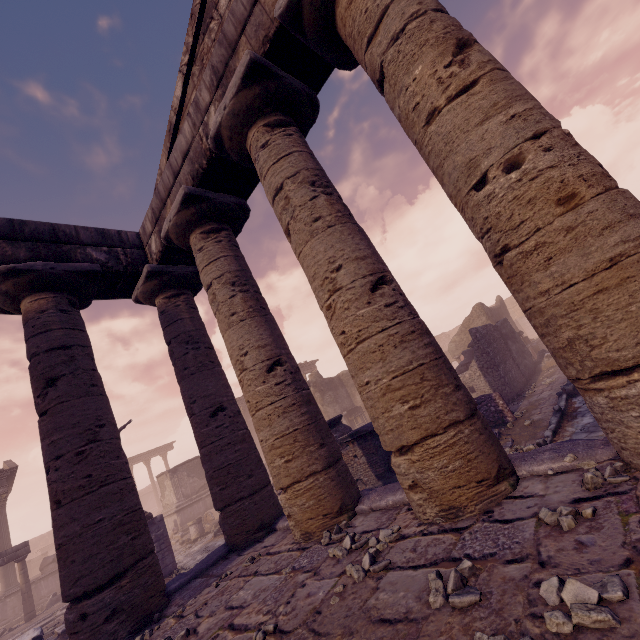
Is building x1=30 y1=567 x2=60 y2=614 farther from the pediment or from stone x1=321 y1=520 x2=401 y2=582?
stone x1=321 y1=520 x2=401 y2=582

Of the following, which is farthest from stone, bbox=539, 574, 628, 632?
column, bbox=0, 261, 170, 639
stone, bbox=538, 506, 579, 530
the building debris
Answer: the building debris

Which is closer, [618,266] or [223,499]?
[618,266]

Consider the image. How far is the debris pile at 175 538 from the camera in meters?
16.7 m

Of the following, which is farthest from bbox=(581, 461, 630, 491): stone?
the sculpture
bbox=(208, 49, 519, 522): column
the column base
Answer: the sculpture

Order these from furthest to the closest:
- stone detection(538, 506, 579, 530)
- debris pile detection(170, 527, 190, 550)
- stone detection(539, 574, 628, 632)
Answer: debris pile detection(170, 527, 190, 550) → stone detection(538, 506, 579, 530) → stone detection(539, 574, 628, 632)

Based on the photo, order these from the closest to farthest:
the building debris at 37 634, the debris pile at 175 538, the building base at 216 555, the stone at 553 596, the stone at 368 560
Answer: the stone at 553 596, the stone at 368 560, the building base at 216 555, the building debris at 37 634, the debris pile at 175 538

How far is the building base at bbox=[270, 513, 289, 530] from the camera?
5.28m
